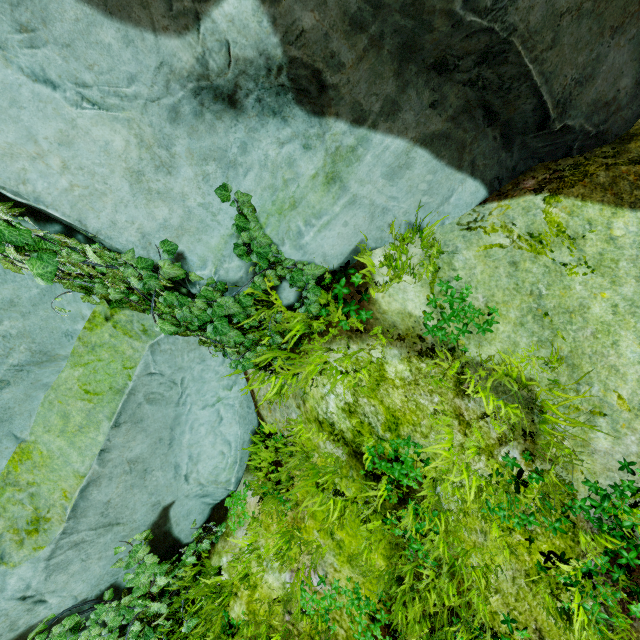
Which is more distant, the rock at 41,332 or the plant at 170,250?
the rock at 41,332

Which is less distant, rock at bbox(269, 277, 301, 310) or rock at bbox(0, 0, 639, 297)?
rock at bbox(0, 0, 639, 297)

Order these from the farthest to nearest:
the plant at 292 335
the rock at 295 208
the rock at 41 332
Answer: the rock at 41 332
the plant at 292 335
the rock at 295 208

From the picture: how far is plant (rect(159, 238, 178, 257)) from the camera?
2.4 meters

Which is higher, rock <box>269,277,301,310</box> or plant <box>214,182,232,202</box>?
plant <box>214,182,232,202</box>

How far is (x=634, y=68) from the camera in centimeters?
233cm

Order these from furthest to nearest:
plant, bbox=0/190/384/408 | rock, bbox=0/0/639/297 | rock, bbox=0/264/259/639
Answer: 1. rock, bbox=0/264/259/639
2. plant, bbox=0/190/384/408
3. rock, bbox=0/0/639/297

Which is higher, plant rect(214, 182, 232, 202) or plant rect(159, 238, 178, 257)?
plant rect(159, 238, 178, 257)
